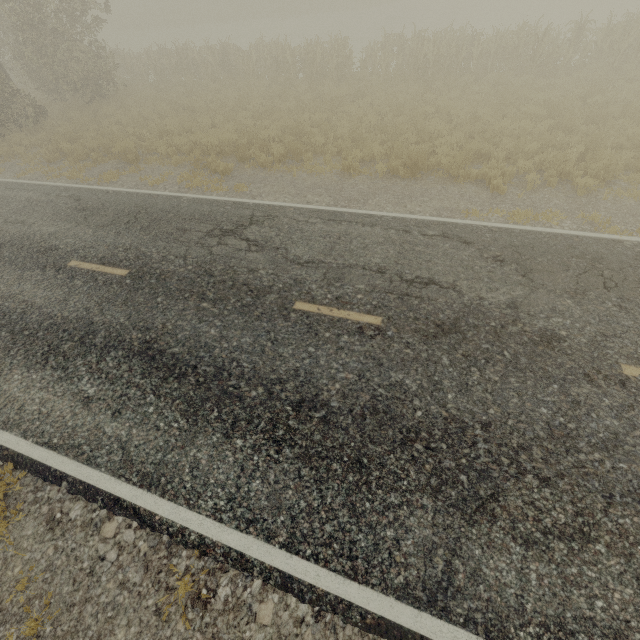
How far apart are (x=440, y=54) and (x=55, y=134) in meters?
17.7 m
